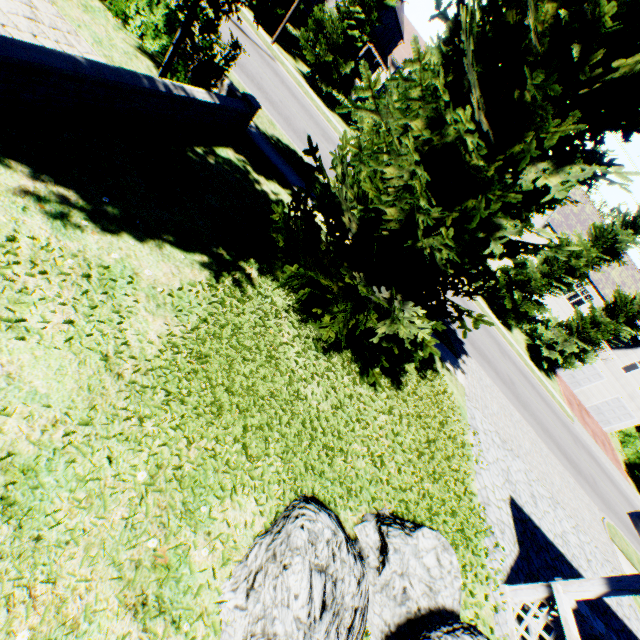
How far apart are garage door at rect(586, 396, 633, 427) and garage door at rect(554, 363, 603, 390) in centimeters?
215cm

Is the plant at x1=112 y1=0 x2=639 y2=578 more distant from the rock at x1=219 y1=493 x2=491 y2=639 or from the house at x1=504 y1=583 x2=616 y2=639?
the house at x1=504 y1=583 x2=616 y2=639

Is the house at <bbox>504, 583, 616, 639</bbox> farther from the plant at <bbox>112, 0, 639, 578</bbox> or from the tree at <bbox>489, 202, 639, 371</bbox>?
the tree at <bbox>489, 202, 639, 371</bbox>

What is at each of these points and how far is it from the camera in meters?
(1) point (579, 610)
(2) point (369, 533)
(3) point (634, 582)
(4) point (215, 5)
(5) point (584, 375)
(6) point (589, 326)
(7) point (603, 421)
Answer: (1) house, 5.7 m
(2) rock, 4.4 m
(3) pillar, 5.1 m
(4) tree, 6.2 m
(5) garage door, 30.9 m
(6) tree, 23.7 m
(7) garage door, 32.3 m

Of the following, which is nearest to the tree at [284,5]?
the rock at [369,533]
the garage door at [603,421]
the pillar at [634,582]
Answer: the garage door at [603,421]

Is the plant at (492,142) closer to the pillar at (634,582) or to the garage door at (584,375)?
the pillar at (634,582)

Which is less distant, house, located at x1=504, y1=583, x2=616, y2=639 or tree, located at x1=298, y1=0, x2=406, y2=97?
house, located at x1=504, y1=583, x2=616, y2=639

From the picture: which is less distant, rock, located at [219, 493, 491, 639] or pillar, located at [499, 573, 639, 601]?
rock, located at [219, 493, 491, 639]
